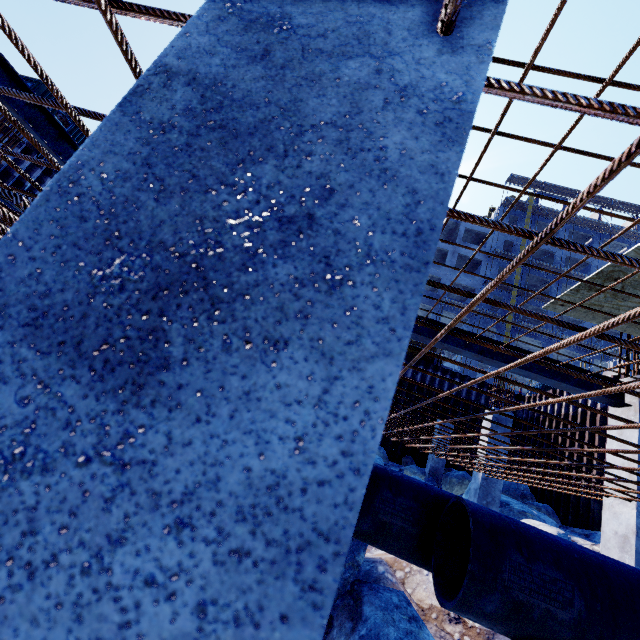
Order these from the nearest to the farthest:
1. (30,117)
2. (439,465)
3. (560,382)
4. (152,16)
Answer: (152,16)
(30,117)
(560,382)
(439,465)

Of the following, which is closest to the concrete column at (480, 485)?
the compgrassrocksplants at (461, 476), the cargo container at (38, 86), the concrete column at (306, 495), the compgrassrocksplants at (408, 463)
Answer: the compgrassrocksplants at (461, 476)

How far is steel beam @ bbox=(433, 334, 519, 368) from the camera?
5.6 meters

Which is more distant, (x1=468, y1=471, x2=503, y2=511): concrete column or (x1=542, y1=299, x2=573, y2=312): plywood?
(x1=468, y1=471, x2=503, y2=511): concrete column

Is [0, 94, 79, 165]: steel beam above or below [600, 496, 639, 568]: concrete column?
above

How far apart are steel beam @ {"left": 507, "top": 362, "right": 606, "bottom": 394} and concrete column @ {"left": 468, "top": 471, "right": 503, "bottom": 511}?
4.48m

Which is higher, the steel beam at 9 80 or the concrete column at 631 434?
the steel beam at 9 80

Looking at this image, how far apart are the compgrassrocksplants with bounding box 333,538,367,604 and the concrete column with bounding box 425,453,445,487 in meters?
11.7 m
